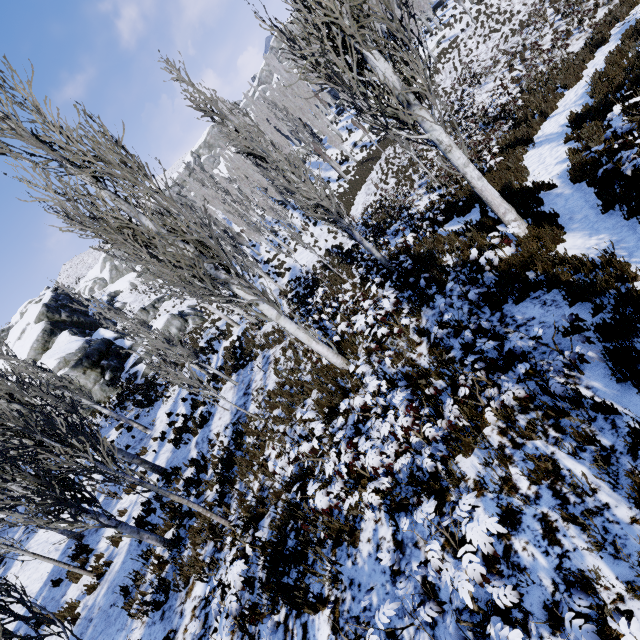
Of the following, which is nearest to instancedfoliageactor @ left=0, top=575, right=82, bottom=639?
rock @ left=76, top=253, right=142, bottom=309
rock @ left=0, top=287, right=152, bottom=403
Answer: rock @ left=0, top=287, right=152, bottom=403

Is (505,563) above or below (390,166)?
above

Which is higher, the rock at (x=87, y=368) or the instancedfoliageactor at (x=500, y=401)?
the rock at (x=87, y=368)

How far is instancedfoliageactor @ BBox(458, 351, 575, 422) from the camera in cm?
374

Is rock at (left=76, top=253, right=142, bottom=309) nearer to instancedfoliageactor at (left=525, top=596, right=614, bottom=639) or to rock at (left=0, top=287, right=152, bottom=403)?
rock at (left=0, top=287, right=152, bottom=403)

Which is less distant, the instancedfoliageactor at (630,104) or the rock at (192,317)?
the instancedfoliageactor at (630,104)

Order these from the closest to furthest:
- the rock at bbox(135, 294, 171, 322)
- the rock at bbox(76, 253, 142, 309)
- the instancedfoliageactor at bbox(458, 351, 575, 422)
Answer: the instancedfoliageactor at bbox(458, 351, 575, 422)
the rock at bbox(135, 294, 171, 322)
the rock at bbox(76, 253, 142, 309)
